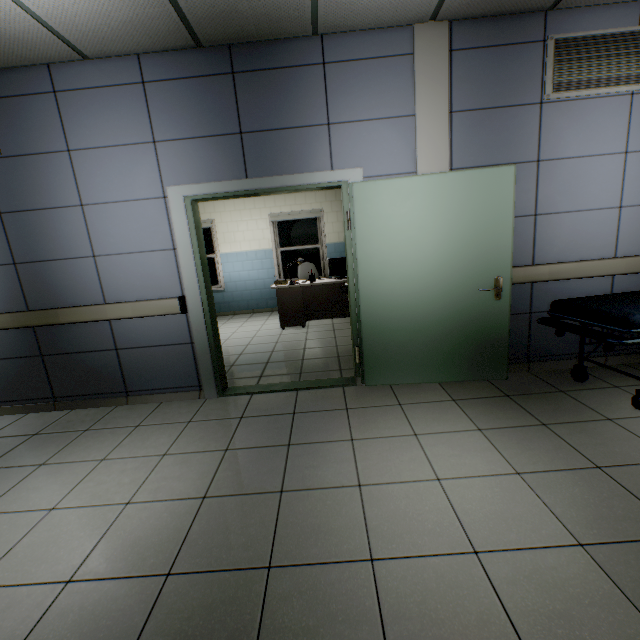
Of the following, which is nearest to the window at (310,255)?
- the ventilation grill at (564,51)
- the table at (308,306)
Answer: the table at (308,306)

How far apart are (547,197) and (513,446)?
2.4m

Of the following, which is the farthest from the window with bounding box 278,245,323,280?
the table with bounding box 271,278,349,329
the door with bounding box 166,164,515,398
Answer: the door with bounding box 166,164,515,398

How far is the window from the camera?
8.2m

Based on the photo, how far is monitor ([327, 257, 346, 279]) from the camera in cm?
614

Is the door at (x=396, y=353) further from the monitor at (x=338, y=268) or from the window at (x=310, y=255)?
the window at (x=310, y=255)

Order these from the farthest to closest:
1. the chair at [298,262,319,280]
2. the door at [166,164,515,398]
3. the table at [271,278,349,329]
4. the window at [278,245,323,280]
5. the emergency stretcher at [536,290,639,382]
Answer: the window at [278,245,323,280], the chair at [298,262,319,280], the table at [271,278,349,329], the door at [166,164,515,398], the emergency stretcher at [536,290,639,382]

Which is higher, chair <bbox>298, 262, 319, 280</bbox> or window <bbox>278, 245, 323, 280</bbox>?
window <bbox>278, 245, 323, 280</bbox>
